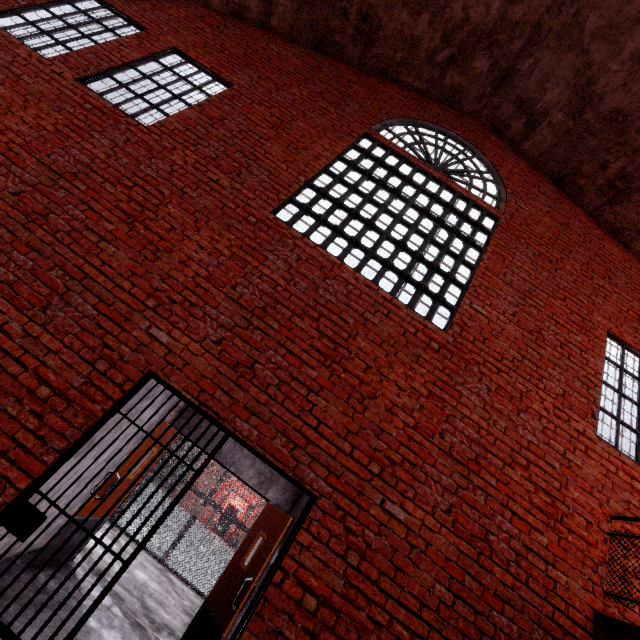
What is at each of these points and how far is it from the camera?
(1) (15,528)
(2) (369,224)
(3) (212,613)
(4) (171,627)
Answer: (1) metal bar, 2.6 meters
(2) window, 4.9 meters
(3) door, 4.5 meters
(4) stair, 5.1 meters

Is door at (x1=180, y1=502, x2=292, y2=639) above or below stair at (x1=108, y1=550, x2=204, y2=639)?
above

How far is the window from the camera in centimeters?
464cm

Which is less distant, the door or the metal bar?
the metal bar

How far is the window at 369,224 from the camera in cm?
464

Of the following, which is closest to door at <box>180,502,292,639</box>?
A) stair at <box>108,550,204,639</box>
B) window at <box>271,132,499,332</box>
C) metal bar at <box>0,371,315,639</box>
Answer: stair at <box>108,550,204,639</box>

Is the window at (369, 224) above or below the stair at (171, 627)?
above

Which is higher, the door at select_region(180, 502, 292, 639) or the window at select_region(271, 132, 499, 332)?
the window at select_region(271, 132, 499, 332)
